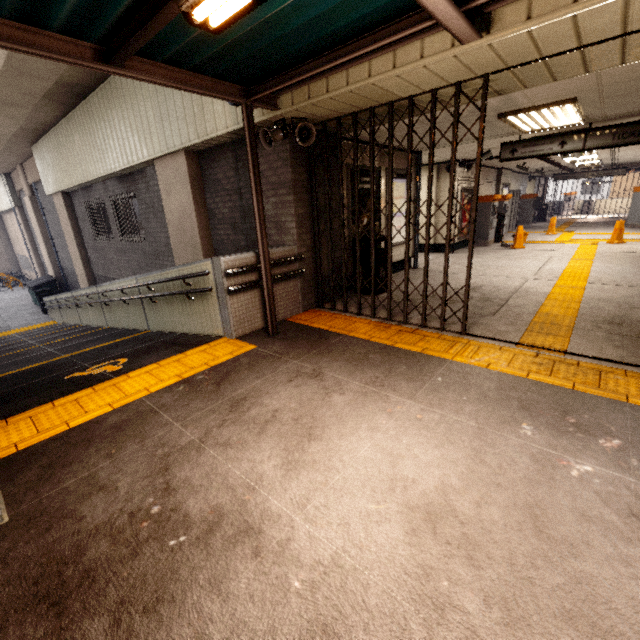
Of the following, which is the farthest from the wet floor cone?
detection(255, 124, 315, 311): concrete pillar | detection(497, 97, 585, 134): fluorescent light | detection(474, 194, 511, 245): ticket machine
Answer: detection(255, 124, 315, 311): concrete pillar

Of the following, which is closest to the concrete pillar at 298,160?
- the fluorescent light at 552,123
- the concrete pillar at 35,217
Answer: the fluorescent light at 552,123

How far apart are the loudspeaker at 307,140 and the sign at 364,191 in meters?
1.6 m

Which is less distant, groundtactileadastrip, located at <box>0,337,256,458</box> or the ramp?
groundtactileadastrip, located at <box>0,337,256,458</box>

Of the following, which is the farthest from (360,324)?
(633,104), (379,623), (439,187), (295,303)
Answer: (439,187)

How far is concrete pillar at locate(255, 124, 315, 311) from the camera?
5.1m

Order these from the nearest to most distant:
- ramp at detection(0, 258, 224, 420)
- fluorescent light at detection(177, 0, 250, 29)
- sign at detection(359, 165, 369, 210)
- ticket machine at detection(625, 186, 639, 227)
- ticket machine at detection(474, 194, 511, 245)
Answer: fluorescent light at detection(177, 0, 250, 29) → ramp at detection(0, 258, 224, 420) → sign at detection(359, 165, 369, 210) → ticket machine at detection(474, 194, 511, 245) → ticket machine at detection(625, 186, 639, 227)
